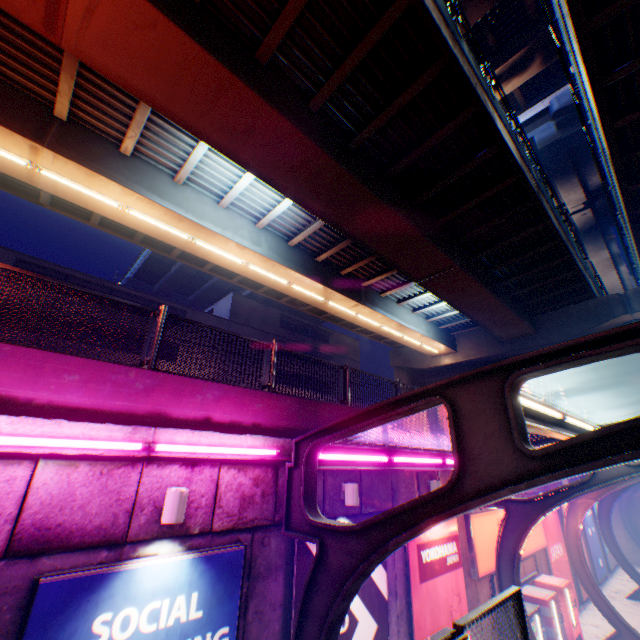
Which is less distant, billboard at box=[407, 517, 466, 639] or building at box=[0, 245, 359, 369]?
billboard at box=[407, 517, 466, 639]

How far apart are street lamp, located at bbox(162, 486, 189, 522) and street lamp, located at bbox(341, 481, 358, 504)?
3.4m

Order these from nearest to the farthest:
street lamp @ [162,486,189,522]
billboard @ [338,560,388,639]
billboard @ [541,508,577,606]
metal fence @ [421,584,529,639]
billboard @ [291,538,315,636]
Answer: metal fence @ [421,584,529,639], street lamp @ [162,486,189,522], billboard @ [291,538,315,636], billboard @ [338,560,388,639], billboard @ [541,508,577,606]

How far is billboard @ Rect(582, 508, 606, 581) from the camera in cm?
1778

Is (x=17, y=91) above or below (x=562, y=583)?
above

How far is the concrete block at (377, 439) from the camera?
8.1m

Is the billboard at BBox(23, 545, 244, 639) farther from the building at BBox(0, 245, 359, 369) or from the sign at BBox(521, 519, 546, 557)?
the building at BBox(0, 245, 359, 369)

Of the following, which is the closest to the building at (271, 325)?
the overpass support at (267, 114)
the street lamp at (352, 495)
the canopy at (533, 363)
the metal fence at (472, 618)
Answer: the overpass support at (267, 114)
